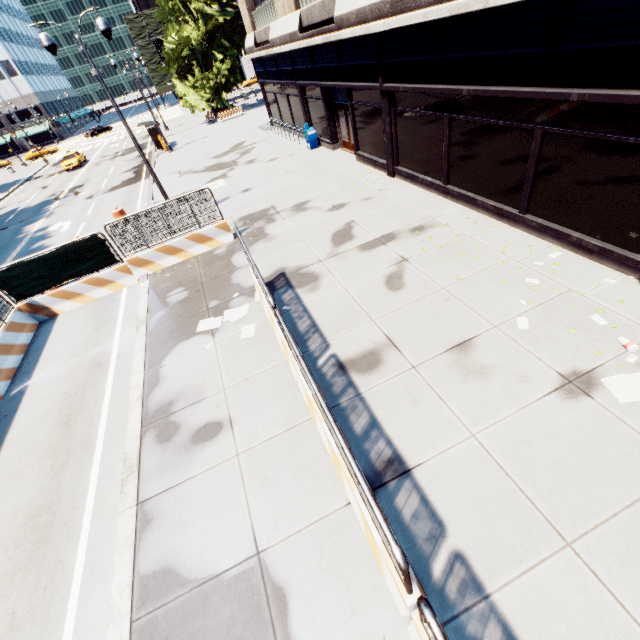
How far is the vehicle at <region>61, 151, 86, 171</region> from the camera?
36.16m

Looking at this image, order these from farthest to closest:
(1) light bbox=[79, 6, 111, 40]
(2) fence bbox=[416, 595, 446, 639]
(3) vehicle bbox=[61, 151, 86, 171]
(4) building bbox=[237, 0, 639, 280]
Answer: (3) vehicle bbox=[61, 151, 86, 171]
(1) light bbox=[79, 6, 111, 40]
(4) building bbox=[237, 0, 639, 280]
(2) fence bbox=[416, 595, 446, 639]

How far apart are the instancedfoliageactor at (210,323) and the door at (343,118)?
11.7m

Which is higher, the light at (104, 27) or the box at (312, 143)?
the light at (104, 27)

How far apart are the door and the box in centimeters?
187cm

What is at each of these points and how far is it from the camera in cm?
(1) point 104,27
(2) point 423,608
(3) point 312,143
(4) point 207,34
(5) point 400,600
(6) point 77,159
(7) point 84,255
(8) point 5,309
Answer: (1) light, 1080
(2) fence, 232
(3) box, 1969
(4) tree, 3522
(5) concrete barrier, 382
(6) vehicle, 3675
(7) fence, 1127
(8) fence, 1074

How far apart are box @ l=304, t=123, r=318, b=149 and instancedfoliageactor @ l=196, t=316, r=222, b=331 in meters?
14.6
